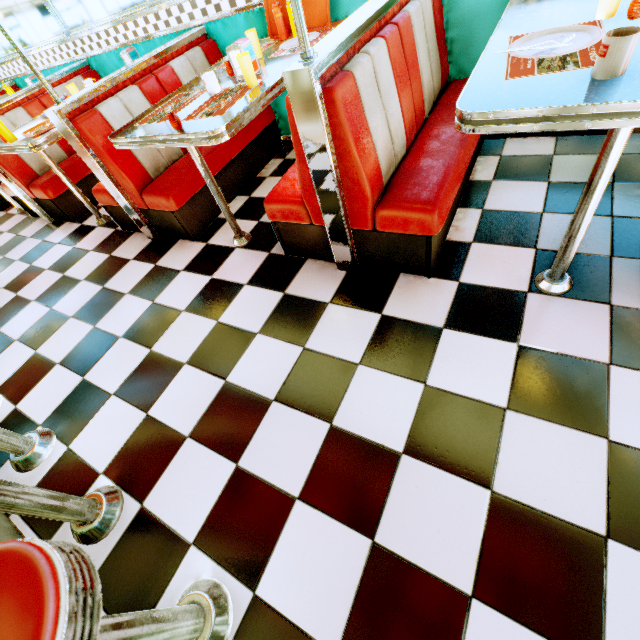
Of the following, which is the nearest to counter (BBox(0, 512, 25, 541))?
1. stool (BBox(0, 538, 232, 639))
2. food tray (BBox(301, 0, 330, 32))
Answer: stool (BBox(0, 538, 232, 639))

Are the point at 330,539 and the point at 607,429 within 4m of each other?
yes

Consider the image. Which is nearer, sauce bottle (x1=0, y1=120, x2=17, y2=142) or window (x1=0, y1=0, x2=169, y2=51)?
sauce bottle (x1=0, y1=120, x2=17, y2=142)

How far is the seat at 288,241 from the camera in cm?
162

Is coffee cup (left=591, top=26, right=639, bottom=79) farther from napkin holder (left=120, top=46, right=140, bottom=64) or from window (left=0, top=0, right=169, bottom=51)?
napkin holder (left=120, top=46, right=140, bottom=64)

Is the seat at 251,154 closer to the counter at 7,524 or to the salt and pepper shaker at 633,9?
the counter at 7,524

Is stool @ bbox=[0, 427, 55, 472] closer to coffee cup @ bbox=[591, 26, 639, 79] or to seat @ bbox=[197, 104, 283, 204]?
seat @ bbox=[197, 104, 283, 204]

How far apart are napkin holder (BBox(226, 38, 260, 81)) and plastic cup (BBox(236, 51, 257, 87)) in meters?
0.2
